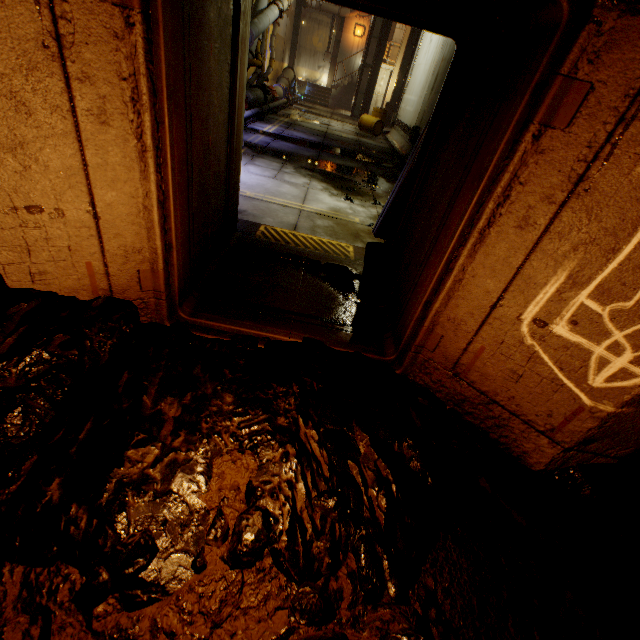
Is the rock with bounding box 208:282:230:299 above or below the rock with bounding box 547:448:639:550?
below

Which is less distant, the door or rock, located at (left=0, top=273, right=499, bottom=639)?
rock, located at (left=0, top=273, right=499, bottom=639)

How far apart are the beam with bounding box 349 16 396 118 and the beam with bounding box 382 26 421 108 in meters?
1.2

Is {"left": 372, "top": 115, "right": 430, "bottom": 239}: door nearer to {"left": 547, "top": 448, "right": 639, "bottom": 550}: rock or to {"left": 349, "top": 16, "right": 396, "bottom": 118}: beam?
{"left": 547, "top": 448, "right": 639, "bottom": 550}: rock

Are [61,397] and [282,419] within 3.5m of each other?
yes

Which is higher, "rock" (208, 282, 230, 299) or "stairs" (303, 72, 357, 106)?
"stairs" (303, 72, 357, 106)

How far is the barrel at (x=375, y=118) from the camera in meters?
16.5

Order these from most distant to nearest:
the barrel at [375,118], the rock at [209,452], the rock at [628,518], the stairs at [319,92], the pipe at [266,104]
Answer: the stairs at [319,92] < the barrel at [375,118] < the pipe at [266,104] < the rock at [628,518] < the rock at [209,452]
